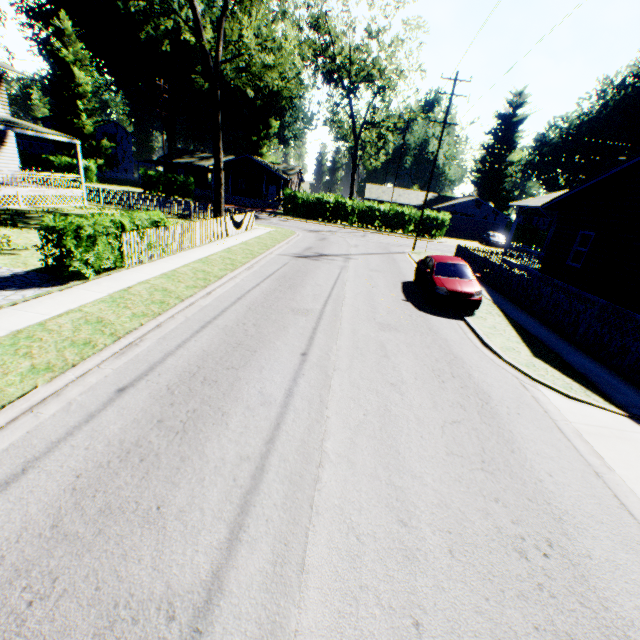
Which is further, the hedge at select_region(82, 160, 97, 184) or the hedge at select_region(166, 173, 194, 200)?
the hedge at select_region(82, 160, 97, 184)

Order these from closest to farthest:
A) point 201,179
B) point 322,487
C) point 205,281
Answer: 1. point 322,487
2. point 205,281
3. point 201,179

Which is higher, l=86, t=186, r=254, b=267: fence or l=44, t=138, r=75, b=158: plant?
l=44, t=138, r=75, b=158: plant

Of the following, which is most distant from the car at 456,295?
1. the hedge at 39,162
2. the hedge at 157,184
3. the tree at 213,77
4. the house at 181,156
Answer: the hedge at 39,162

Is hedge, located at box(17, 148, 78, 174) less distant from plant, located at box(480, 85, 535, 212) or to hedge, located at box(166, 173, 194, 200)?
hedge, located at box(166, 173, 194, 200)

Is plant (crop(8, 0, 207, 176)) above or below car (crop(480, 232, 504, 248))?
above

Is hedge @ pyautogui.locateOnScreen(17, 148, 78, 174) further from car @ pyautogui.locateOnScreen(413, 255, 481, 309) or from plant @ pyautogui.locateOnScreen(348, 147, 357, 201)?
car @ pyautogui.locateOnScreen(413, 255, 481, 309)

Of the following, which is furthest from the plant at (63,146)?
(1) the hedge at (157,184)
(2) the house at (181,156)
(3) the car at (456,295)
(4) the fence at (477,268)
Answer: (4) the fence at (477,268)
